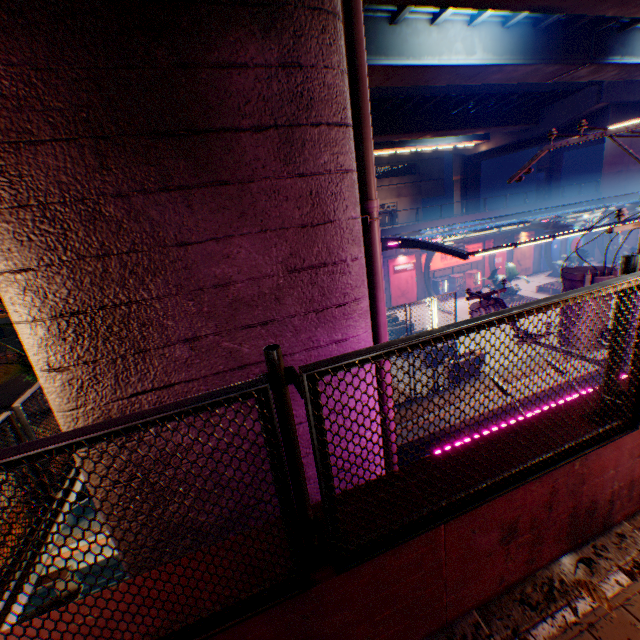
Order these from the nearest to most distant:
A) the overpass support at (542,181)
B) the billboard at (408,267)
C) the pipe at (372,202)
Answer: the pipe at (372,202)
the billboard at (408,267)
the overpass support at (542,181)

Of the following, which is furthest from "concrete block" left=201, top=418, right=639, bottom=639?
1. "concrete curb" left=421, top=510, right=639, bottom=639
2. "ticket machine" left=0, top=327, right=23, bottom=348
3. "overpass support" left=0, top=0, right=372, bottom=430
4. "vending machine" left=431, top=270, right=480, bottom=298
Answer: "vending machine" left=431, top=270, right=480, bottom=298

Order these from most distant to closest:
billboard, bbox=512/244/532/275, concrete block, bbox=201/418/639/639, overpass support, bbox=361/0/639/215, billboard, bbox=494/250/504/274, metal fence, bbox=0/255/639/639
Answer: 1. billboard, bbox=512/244/532/275
2. billboard, bbox=494/250/504/274
3. overpass support, bbox=361/0/639/215
4. concrete block, bbox=201/418/639/639
5. metal fence, bbox=0/255/639/639

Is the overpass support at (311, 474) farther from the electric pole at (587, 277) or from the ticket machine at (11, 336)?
the ticket machine at (11, 336)

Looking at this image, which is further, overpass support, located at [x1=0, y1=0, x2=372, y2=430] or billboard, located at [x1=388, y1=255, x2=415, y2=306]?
billboard, located at [x1=388, y1=255, x2=415, y2=306]

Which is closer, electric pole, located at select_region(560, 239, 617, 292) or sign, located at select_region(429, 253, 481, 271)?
electric pole, located at select_region(560, 239, 617, 292)

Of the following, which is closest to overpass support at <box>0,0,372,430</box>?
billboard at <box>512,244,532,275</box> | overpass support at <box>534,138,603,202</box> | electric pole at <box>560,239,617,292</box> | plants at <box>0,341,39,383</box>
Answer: overpass support at <box>534,138,603,202</box>

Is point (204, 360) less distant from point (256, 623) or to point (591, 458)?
point (256, 623)
